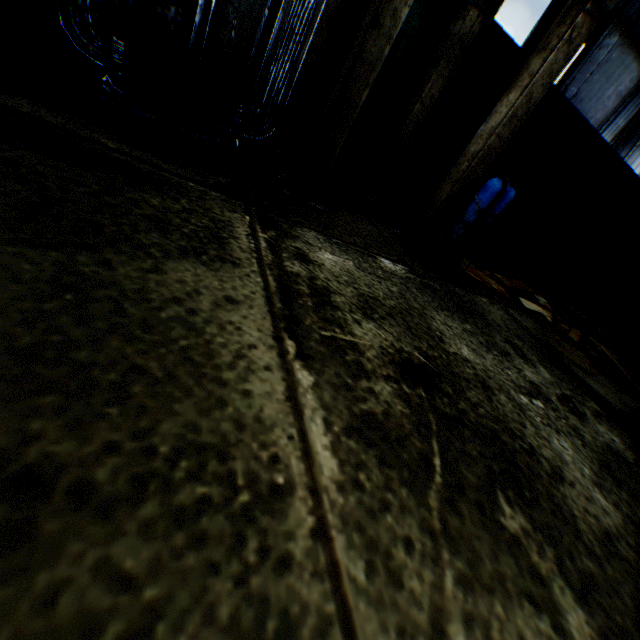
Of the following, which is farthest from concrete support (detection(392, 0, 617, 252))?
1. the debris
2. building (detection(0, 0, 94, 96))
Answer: the debris

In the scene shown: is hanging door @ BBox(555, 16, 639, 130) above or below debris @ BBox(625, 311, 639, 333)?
above

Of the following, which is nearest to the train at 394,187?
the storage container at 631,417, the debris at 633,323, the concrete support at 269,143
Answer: the concrete support at 269,143

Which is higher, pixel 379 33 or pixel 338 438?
pixel 379 33

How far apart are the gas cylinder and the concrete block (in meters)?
10.16

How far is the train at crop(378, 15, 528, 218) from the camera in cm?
584

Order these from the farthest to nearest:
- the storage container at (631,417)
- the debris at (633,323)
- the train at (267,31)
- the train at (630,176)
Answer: the debris at (633,323) < the train at (630,176) < the train at (267,31) < the storage container at (631,417)

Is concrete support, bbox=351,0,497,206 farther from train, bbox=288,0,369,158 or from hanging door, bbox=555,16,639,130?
hanging door, bbox=555,16,639,130
